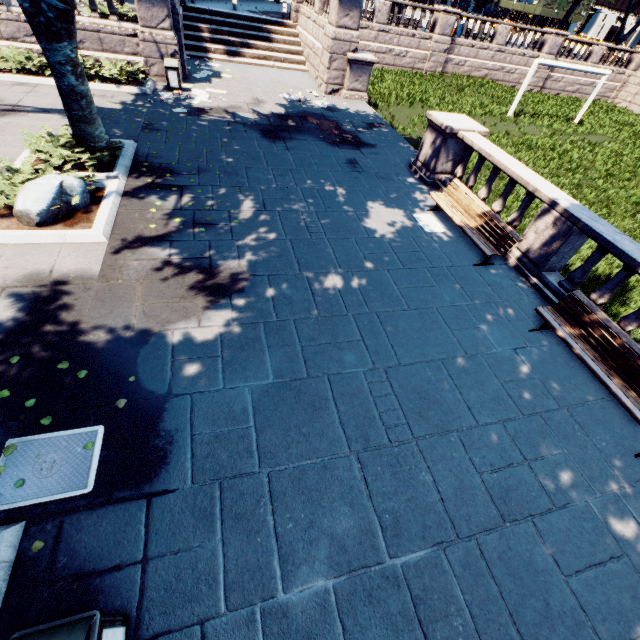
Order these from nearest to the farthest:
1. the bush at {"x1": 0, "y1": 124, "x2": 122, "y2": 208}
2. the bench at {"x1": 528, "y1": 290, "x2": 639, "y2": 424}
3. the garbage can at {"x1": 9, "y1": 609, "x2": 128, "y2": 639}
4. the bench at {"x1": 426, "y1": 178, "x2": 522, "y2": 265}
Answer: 1. the garbage can at {"x1": 9, "y1": 609, "x2": 128, "y2": 639}
2. the bench at {"x1": 528, "y1": 290, "x2": 639, "y2": 424}
3. the bush at {"x1": 0, "y1": 124, "x2": 122, "y2": 208}
4. the bench at {"x1": 426, "y1": 178, "x2": 522, "y2": 265}

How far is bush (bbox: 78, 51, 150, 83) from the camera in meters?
12.4 m

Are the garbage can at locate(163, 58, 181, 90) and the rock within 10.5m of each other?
yes

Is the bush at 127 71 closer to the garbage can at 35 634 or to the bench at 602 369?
the garbage can at 35 634

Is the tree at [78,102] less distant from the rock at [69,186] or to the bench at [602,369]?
the rock at [69,186]

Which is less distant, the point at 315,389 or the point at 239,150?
the point at 315,389

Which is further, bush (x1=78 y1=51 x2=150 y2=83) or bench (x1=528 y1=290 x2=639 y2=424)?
bush (x1=78 y1=51 x2=150 y2=83)

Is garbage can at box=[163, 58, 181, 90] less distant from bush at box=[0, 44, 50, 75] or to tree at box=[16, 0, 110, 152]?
bush at box=[0, 44, 50, 75]
